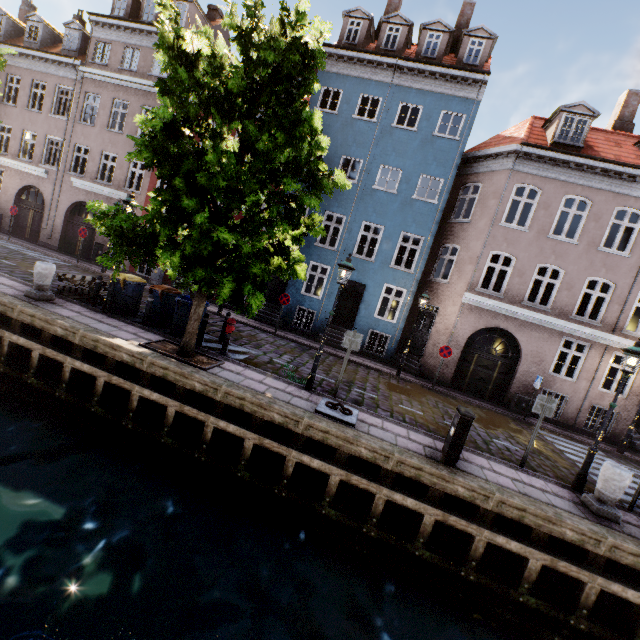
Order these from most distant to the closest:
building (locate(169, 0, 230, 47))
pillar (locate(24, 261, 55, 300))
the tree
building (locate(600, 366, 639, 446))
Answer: building (locate(169, 0, 230, 47)) < building (locate(600, 366, 639, 446)) < pillar (locate(24, 261, 55, 300)) < the tree

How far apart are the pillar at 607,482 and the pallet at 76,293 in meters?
15.0

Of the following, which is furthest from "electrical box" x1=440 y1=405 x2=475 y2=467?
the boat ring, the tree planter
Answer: the tree planter

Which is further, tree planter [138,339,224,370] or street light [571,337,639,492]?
tree planter [138,339,224,370]

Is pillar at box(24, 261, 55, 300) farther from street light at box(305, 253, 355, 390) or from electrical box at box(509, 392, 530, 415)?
electrical box at box(509, 392, 530, 415)

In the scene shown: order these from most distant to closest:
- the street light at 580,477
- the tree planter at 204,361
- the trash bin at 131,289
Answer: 1. the trash bin at 131,289
2. the tree planter at 204,361
3. the street light at 580,477

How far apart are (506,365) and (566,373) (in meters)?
11.49

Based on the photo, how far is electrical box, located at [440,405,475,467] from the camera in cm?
666
